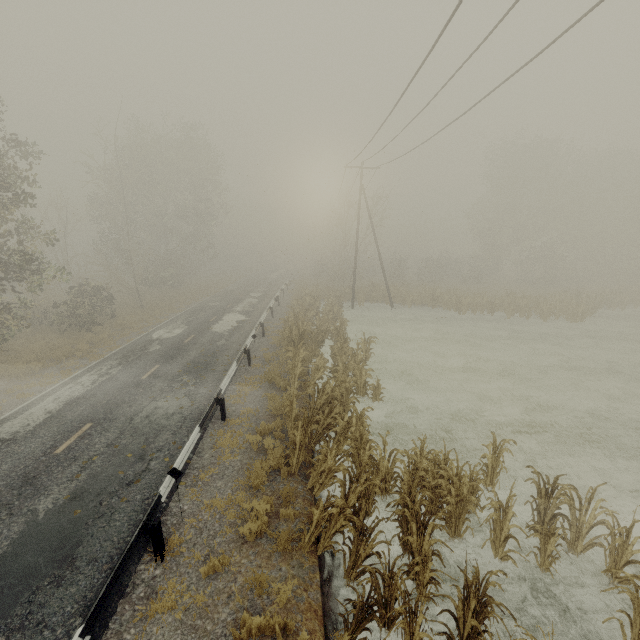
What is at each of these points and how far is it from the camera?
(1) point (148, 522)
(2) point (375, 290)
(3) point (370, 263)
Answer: (1) guardrail, 6.18m
(2) tree, 31.89m
(3) tree, 35.38m

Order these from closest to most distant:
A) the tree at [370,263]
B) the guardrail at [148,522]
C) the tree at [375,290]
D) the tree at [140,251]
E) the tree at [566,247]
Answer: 1. the guardrail at [148,522]
2. the tree at [140,251]
3. the tree at [566,247]
4. the tree at [375,290]
5. the tree at [370,263]

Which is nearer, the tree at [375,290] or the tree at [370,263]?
the tree at [375,290]

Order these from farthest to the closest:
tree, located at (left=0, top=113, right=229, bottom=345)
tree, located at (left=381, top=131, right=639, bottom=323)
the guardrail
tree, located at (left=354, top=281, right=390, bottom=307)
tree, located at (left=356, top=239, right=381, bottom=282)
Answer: tree, located at (left=356, top=239, right=381, bottom=282)
tree, located at (left=354, top=281, right=390, bottom=307)
tree, located at (left=381, top=131, right=639, bottom=323)
tree, located at (left=0, top=113, right=229, bottom=345)
the guardrail

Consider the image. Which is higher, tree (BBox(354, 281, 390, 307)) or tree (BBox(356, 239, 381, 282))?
tree (BBox(356, 239, 381, 282))

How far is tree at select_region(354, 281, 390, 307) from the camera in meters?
30.6

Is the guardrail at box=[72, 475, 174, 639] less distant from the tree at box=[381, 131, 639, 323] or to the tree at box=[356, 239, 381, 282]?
the tree at box=[356, 239, 381, 282]
